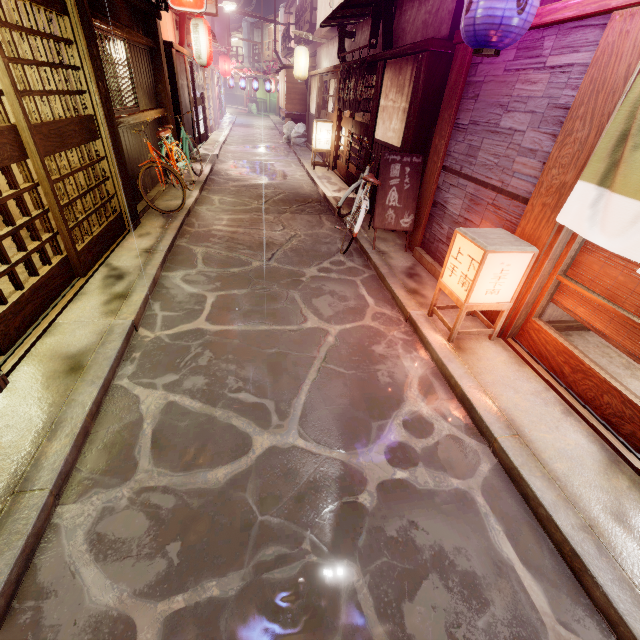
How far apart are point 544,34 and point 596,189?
3.3m

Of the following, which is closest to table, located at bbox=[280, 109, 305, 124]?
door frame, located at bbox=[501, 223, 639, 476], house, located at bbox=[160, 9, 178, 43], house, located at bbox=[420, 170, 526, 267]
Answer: house, located at bbox=[160, 9, 178, 43]

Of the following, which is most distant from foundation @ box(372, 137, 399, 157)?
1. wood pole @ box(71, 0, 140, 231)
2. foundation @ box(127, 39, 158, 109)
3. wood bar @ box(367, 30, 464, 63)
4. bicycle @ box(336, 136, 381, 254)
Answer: foundation @ box(127, 39, 158, 109)

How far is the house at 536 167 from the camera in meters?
5.1 m

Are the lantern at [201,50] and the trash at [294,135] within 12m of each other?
yes

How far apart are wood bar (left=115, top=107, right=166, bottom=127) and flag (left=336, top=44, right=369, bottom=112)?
8.5 meters

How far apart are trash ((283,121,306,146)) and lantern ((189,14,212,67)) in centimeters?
1061cm

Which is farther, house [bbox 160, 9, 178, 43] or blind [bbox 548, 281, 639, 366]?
house [bbox 160, 9, 178, 43]
